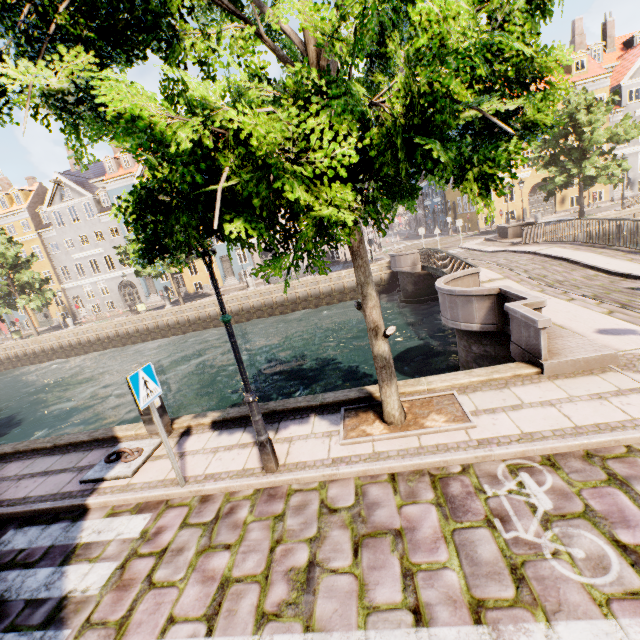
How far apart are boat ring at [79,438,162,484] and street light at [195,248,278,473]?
2.4m

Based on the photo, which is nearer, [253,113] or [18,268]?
[253,113]

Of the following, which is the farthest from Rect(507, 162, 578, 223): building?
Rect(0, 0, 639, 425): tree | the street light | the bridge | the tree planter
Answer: the street light

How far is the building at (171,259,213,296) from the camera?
36.16m

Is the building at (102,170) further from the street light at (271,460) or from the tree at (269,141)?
the street light at (271,460)

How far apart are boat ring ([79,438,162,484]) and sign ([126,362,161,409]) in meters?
1.9 m

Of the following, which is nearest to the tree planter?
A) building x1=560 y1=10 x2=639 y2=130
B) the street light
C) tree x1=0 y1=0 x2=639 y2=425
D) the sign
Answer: tree x1=0 y1=0 x2=639 y2=425

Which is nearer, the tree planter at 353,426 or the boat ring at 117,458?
the tree planter at 353,426
